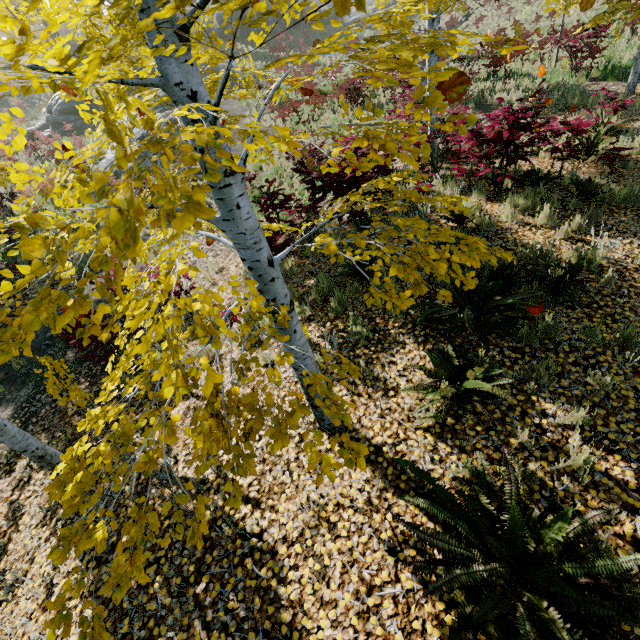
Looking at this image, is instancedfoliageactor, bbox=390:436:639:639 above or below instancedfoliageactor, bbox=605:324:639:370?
above

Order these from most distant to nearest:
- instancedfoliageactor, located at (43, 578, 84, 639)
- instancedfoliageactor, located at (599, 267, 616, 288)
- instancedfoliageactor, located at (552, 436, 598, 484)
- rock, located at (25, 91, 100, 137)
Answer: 1. rock, located at (25, 91, 100, 137)
2. instancedfoliageactor, located at (599, 267, 616, 288)
3. instancedfoliageactor, located at (552, 436, 598, 484)
4. instancedfoliageactor, located at (43, 578, 84, 639)

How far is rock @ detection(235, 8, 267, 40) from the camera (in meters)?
35.17

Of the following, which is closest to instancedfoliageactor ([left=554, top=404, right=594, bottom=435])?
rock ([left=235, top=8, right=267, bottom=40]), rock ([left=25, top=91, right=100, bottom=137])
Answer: rock ([left=25, top=91, right=100, bottom=137])

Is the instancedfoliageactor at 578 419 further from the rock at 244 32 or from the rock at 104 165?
the rock at 244 32

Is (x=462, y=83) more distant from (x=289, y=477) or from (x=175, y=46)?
(x=289, y=477)

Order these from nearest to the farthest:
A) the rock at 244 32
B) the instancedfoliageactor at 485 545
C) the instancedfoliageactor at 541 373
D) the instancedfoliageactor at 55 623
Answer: the instancedfoliageactor at 55 623 < the instancedfoliageactor at 485 545 < the instancedfoliageactor at 541 373 < the rock at 244 32
